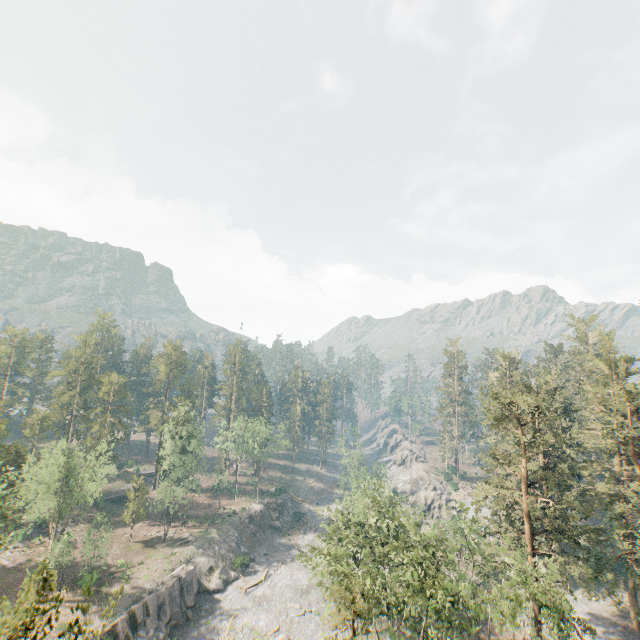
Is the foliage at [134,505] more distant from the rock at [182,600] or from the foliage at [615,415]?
the foliage at [615,415]

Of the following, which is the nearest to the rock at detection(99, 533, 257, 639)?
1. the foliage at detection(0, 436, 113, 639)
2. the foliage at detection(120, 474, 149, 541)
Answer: the foliage at detection(0, 436, 113, 639)

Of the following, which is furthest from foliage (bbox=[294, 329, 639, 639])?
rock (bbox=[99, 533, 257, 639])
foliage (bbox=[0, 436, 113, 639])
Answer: rock (bbox=[99, 533, 257, 639])

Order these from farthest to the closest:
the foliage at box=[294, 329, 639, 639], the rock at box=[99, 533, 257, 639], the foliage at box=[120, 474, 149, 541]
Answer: the foliage at box=[120, 474, 149, 541] < the rock at box=[99, 533, 257, 639] < the foliage at box=[294, 329, 639, 639]

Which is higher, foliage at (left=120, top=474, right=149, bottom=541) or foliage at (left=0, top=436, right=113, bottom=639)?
foliage at (left=0, top=436, right=113, bottom=639)

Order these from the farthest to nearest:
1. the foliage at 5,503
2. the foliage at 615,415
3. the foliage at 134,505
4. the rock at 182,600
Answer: the foliage at 134,505 < the rock at 182,600 < the foliage at 615,415 < the foliage at 5,503

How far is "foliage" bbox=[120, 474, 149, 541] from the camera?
54.16m

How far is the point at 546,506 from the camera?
31.33m
